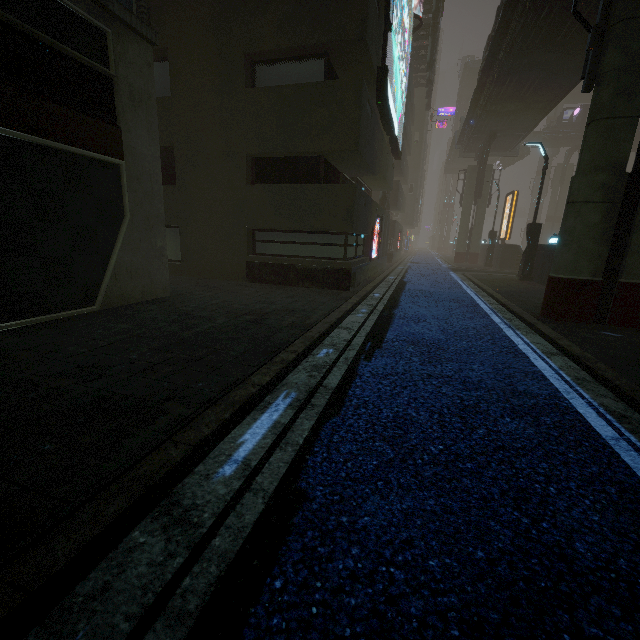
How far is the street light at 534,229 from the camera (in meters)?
16.01

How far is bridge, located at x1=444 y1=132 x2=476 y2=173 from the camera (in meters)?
44.17

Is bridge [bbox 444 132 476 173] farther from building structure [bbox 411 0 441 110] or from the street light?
the street light

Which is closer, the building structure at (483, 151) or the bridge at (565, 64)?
the bridge at (565, 64)

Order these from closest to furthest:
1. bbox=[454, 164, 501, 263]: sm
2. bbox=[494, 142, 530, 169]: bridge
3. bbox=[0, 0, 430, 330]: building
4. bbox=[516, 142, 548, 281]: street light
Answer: bbox=[0, 0, 430, 330]: building
bbox=[516, 142, 548, 281]: street light
bbox=[454, 164, 501, 263]: sm
bbox=[494, 142, 530, 169]: bridge

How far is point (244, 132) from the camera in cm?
1106

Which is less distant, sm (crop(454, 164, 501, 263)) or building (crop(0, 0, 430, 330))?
building (crop(0, 0, 430, 330))

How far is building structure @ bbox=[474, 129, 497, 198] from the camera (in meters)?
26.17
